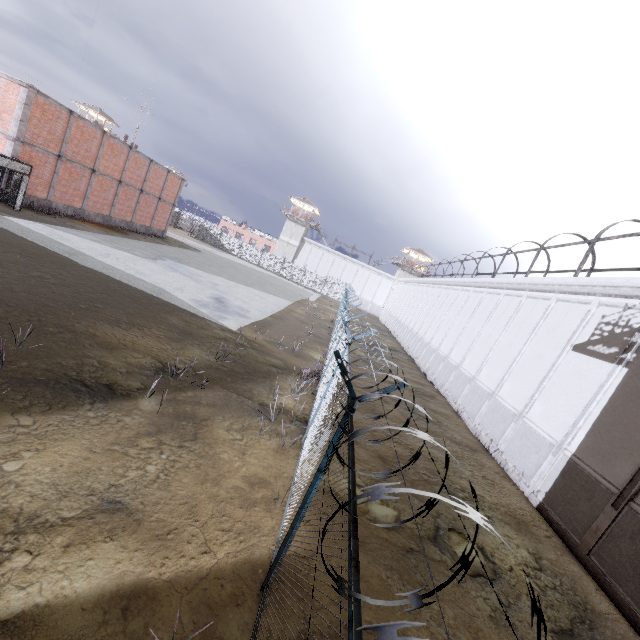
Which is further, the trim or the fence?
the trim

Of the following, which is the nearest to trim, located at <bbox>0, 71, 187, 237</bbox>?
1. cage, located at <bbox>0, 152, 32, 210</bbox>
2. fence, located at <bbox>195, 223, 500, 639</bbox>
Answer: cage, located at <bbox>0, 152, 32, 210</bbox>

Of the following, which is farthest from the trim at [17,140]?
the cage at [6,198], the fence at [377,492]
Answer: the fence at [377,492]

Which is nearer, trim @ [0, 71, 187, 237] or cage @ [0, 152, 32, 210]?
cage @ [0, 152, 32, 210]

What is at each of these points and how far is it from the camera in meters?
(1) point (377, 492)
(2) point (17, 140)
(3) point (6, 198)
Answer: (1) fence, 1.2
(2) trim, 19.4
(3) cage, 19.9

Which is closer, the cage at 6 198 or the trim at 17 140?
the cage at 6 198

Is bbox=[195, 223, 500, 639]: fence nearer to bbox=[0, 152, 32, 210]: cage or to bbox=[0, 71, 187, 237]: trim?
bbox=[0, 152, 32, 210]: cage

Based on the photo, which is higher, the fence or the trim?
the trim
